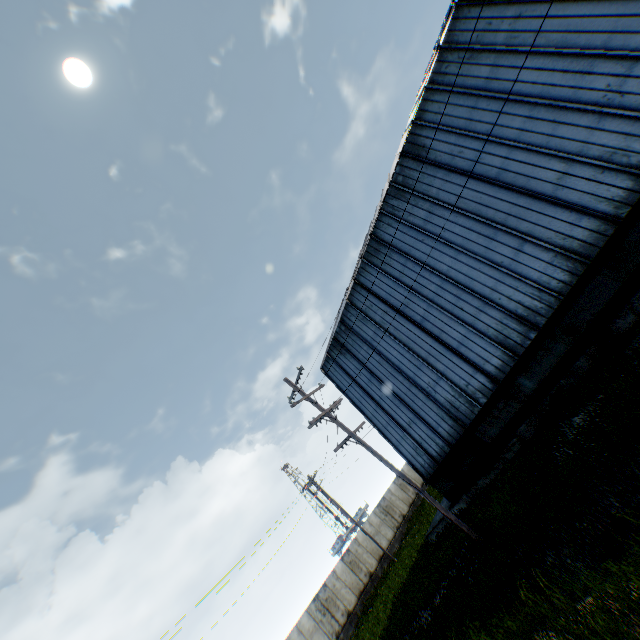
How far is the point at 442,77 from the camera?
14.2m
